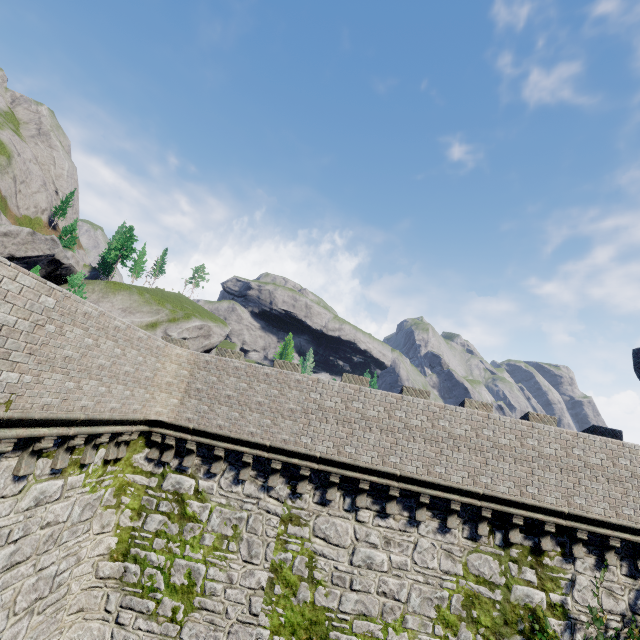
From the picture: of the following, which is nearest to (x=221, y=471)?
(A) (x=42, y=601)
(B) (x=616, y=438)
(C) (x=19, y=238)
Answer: (A) (x=42, y=601)

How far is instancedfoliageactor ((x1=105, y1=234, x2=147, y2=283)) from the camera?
57.2m

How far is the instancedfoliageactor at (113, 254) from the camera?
57.19m
